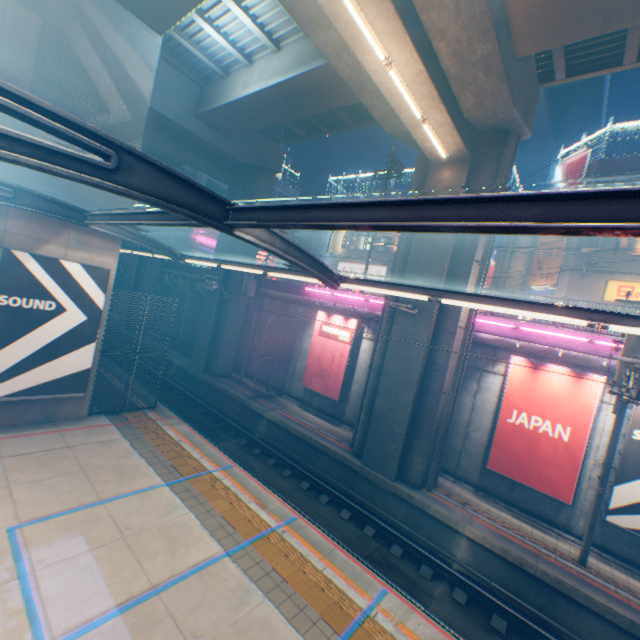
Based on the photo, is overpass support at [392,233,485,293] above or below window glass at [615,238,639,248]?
below

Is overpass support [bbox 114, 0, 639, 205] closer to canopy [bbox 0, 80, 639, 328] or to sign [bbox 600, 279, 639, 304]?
canopy [bbox 0, 80, 639, 328]

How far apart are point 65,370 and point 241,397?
9.1 meters

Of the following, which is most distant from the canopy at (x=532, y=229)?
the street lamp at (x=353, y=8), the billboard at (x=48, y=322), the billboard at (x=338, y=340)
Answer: the billboard at (x=338, y=340)

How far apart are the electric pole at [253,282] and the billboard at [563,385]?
13.5 meters

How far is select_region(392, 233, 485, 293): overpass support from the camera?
11.9 meters

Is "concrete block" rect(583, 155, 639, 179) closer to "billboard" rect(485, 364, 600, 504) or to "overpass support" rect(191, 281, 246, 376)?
"overpass support" rect(191, 281, 246, 376)

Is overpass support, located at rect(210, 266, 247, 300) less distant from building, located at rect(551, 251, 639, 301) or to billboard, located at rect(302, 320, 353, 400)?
billboard, located at rect(302, 320, 353, 400)
